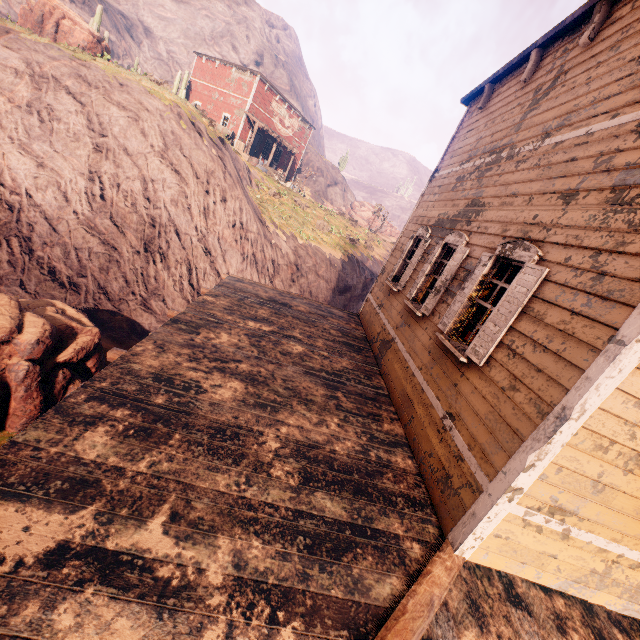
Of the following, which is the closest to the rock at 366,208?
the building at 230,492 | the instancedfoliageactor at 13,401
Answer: the building at 230,492

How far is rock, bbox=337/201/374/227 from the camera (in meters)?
51.01

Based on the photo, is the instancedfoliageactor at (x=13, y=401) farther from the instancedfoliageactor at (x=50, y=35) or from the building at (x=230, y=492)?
the instancedfoliageactor at (x=50, y=35)

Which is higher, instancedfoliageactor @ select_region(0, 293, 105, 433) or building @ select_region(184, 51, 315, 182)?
building @ select_region(184, 51, 315, 182)

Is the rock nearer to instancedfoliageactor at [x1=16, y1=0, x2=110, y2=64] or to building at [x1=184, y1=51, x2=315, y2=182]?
building at [x1=184, y1=51, x2=315, y2=182]

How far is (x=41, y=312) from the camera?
7.81m

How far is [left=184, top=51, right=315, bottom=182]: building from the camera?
27.9m

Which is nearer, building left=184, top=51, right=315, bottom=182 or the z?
the z
